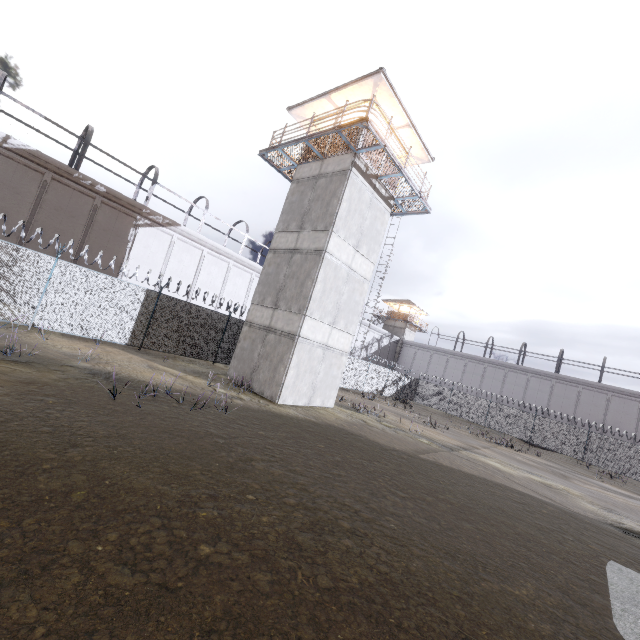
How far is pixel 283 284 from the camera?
15.4m

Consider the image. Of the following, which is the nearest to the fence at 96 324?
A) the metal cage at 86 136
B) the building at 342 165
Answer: the building at 342 165

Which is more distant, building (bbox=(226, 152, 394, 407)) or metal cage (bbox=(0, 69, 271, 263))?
metal cage (bbox=(0, 69, 271, 263))

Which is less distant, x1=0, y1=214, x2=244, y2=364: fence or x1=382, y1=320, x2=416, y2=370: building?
x1=0, y1=214, x2=244, y2=364: fence

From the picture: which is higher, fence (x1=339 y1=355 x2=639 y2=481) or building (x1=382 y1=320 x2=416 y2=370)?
building (x1=382 y1=320 x2=416 y2=370)

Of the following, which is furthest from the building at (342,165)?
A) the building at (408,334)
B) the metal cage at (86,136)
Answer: the building at (408,334)

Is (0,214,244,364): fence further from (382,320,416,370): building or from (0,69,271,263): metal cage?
(382,320,416,370): building
